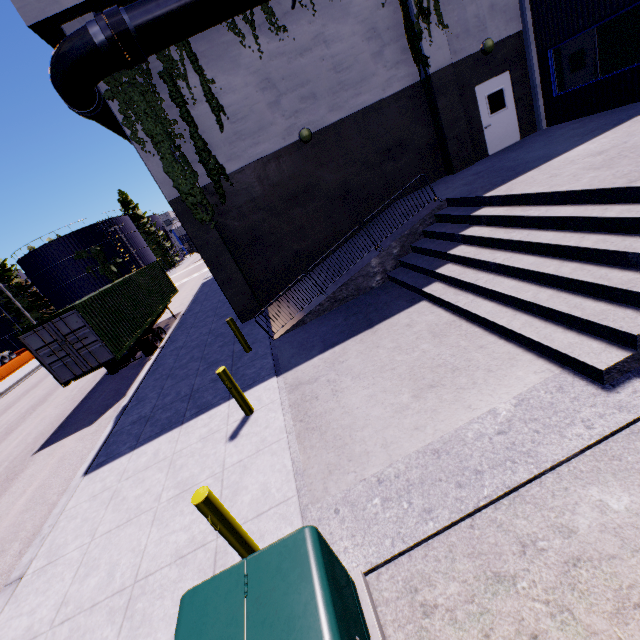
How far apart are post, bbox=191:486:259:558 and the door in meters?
14.2

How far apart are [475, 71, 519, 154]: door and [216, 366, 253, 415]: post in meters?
12.8 m

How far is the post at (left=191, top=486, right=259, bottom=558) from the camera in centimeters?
349cm

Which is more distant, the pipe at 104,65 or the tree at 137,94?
the tree at 137,94

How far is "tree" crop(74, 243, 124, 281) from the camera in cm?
5053

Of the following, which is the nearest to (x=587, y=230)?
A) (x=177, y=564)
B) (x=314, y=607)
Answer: (x=314, y=607)

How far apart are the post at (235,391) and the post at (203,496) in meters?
2.7

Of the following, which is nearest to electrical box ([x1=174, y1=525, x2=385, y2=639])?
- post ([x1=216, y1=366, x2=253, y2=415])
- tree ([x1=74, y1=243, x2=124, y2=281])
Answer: post ([x1=216, y1=366, x2=253, y2=415])
